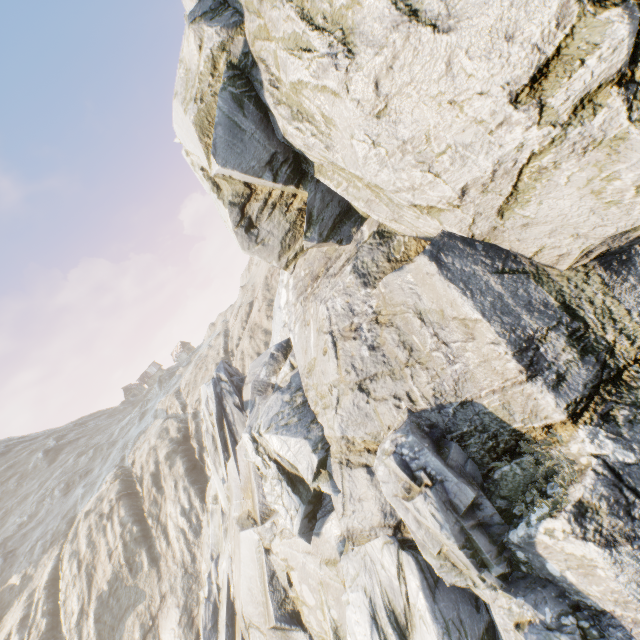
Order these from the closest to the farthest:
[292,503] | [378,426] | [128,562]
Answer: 1. [378,426]
2. [292,503]
3. [128,562]
